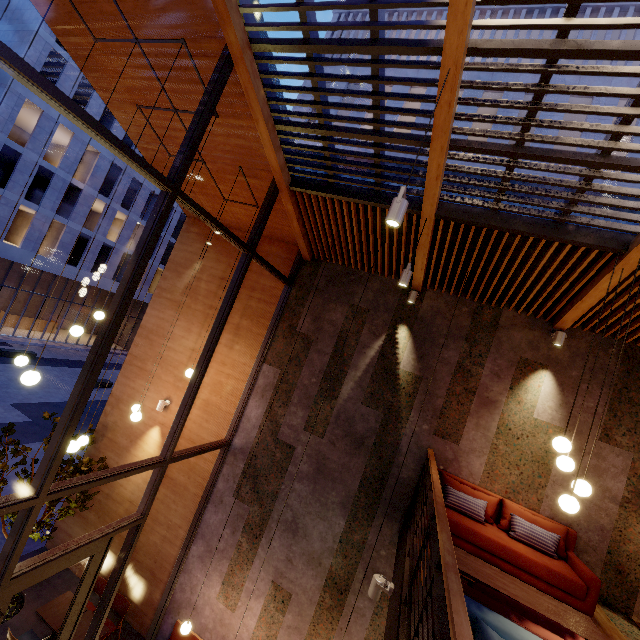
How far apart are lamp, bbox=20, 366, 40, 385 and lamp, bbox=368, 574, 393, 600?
5.1m

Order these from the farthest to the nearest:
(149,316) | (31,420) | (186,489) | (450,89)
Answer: (31,420), (149,316), (186,489), (450,89)

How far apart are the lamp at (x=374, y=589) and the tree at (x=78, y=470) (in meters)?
5.55

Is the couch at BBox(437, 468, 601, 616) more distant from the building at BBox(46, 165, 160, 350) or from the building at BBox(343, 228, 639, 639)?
the building at BBox(46, 165, 160, 350)

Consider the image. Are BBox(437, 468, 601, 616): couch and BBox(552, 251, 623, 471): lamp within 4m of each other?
yes

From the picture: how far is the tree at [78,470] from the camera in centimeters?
637cm

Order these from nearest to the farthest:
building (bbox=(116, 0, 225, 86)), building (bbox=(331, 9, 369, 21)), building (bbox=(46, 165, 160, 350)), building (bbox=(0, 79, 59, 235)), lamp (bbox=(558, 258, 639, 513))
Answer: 1. lamp (bbox=(558, 258, 639, 513))
2. building (bbox=(116, 0, 225, 86))
3. building (bbox=(0, 79, 59, 235))
4. building (bbox=(331, 9, 369, 21))
5. building (bbox=(46, 165, 160, 350))

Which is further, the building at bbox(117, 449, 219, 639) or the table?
the building at bbox(117, 449, 219, 639)
